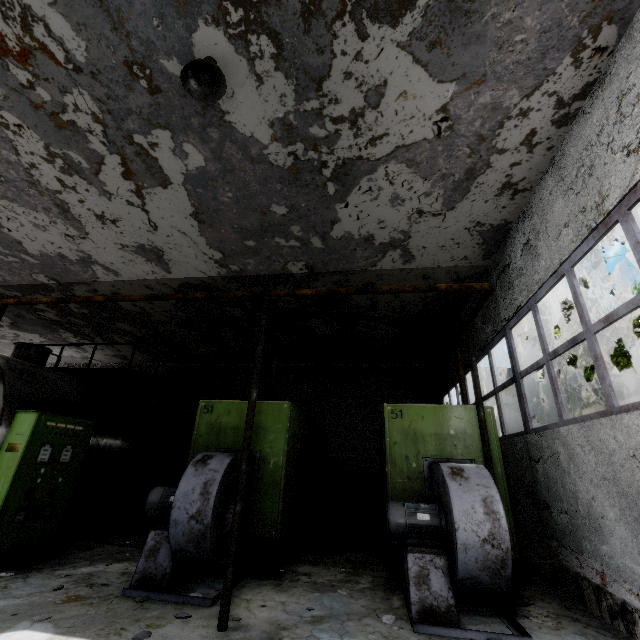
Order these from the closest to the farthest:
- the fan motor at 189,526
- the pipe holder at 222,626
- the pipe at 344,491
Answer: the pipe holder at 222,626, the fan motor at 189,526, the pipe at 344,491

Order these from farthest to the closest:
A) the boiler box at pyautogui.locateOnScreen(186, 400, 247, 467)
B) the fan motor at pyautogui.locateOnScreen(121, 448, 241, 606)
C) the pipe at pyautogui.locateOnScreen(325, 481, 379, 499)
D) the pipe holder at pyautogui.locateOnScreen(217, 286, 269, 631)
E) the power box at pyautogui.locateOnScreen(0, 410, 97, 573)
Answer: the pipe at pyautogui.locateOnScreen(325, 481, 379, 499)
the boiler box at pyautogui.locateOnScreen(186, 400, 247, 467)
the power box at pyautogui.locateOnScreen(0, 410, 97, 573)
the fan motor at pyautogui.locateOnScreen(121, 448, 241, 606)
the pipe holder at pyautogui.locateOnScreen(217, 286, 269, 631)

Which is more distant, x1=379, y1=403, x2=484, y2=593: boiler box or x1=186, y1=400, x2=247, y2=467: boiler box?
x1=186, y1=400, x2=247, y2=467: boiler box

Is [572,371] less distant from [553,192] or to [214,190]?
[553,192]

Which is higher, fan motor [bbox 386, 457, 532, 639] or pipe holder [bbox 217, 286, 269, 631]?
fan motor [bbox 386, 457, 532, 639]

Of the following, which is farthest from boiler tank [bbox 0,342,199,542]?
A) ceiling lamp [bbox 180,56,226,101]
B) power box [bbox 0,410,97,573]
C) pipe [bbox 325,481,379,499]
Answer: ceiling lamp [bbox 180,56,226,101]

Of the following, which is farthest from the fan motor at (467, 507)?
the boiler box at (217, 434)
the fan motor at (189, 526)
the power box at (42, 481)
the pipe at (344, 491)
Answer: the pipe at (344, 491)

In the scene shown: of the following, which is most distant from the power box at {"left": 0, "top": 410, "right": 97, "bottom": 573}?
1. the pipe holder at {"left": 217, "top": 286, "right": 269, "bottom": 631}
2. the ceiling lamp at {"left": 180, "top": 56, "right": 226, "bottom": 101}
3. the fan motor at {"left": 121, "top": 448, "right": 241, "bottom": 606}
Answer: the ceiling lamp at {"left": 180, "top": 56, "right": 226, "bottom": 101}
